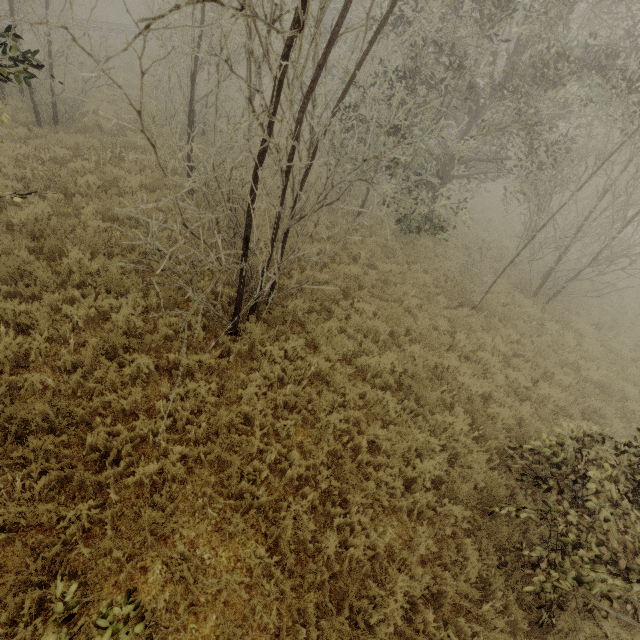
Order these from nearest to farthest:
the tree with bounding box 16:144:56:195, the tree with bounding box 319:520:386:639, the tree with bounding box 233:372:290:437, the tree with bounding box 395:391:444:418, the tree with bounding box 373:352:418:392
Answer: the tree with bounding box 319:520:386:639 < the tree with bounding box 233:372:290:437 < the tree with bounding box 395:391:444:418 < the tree with bounding box 373:352:418:392 < the tree with bounding box 16:144:56:195

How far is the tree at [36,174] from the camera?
7.8m

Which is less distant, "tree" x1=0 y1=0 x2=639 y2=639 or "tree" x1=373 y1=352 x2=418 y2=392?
"tree" x1=0 y1=0 x2=639 y2=639

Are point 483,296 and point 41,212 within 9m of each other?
no

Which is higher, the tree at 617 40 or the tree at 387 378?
the tree at 617 40

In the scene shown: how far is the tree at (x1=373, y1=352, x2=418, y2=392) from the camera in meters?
6.8
